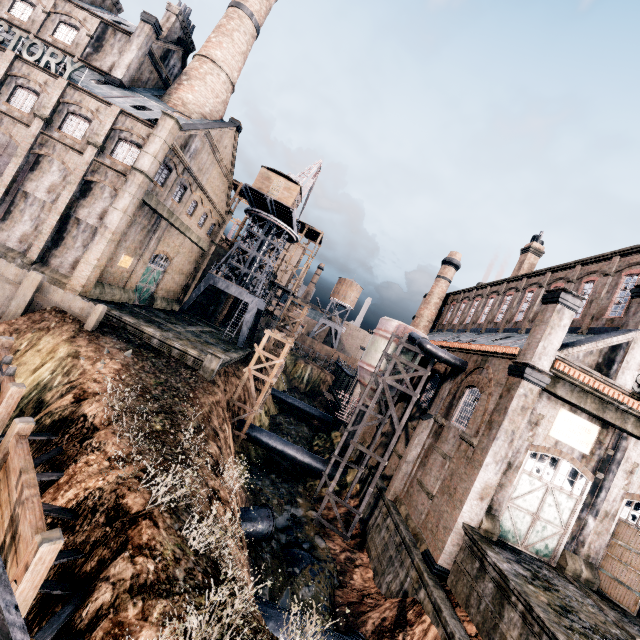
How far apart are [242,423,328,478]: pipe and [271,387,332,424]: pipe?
18.4 meters

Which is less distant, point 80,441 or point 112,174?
point 80,441

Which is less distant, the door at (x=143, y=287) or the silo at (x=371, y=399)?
the silo at (x=371, y=399)

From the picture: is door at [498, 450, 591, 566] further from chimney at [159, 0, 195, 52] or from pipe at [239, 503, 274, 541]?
chimney at [159, 0, 195, 52]

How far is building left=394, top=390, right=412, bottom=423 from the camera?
29.0m

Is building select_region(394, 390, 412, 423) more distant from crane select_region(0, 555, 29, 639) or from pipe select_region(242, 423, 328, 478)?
pipe select_region(242, 423, 328, 478)

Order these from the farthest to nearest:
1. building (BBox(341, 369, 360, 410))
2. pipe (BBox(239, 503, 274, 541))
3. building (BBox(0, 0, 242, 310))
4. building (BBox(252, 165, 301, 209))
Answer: building (BBox(341, 369, 360, 410)), building (BBox(252, 165, 301, 209)), building (BBox(0, 0, 242, 310)), pipe (BBox(239, 503, 274, 541))

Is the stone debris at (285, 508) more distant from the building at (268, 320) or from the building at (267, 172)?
the building at (267, 172)
